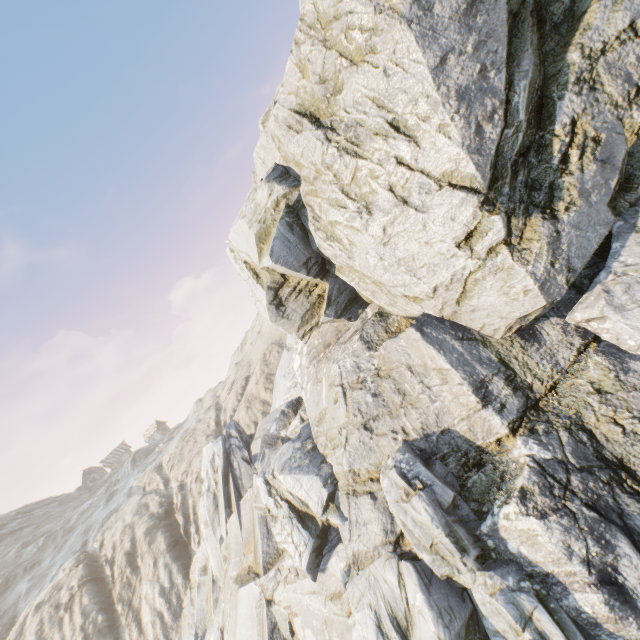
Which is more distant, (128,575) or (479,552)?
(128,575)
